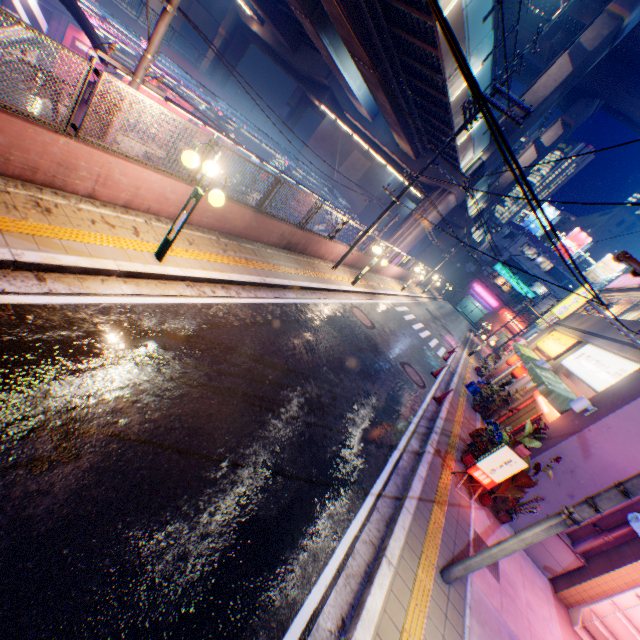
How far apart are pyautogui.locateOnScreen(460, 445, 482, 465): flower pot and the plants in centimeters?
25cm

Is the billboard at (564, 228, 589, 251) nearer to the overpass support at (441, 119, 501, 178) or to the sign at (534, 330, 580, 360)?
the overpass support at (441, 119, 501, 178)

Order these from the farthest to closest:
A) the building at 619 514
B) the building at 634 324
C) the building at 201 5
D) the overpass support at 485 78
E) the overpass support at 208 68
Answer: the building at 201 5 < the overpass support at 208 68 < the overpass support at 485 78 < the building at 634 324 < the building at 619 514

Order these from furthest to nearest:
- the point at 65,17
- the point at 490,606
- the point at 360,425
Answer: the point at 65,17 → the point at 360,425 → the point at 490,606

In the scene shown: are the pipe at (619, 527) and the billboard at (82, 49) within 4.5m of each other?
no

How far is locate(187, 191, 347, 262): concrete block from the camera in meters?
8.5

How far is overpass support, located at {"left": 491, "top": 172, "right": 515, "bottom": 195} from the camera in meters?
35.7

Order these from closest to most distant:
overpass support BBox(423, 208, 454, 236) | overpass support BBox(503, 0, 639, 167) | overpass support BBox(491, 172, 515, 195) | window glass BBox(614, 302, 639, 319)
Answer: window glass BBox(614, 302, 639, 319)
overpass support BBox(503, 0, 639, 167)
overpass support BBox(423, 208, 454, 236)
overpass support BBox(491, 172, 515, 195)
